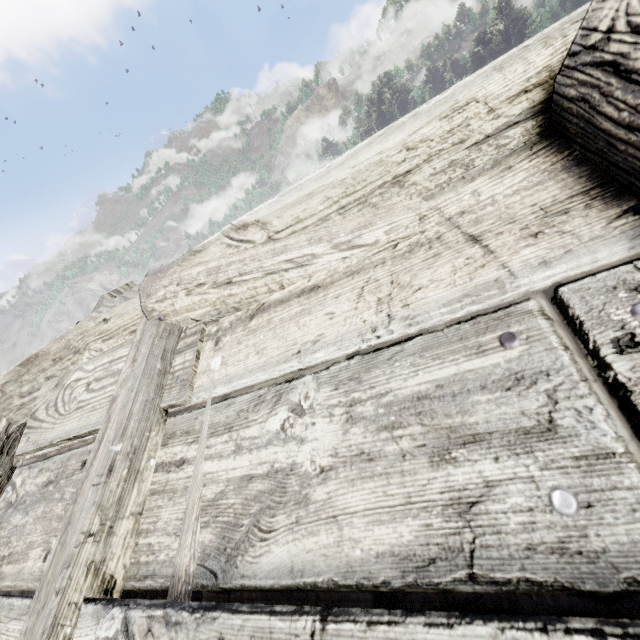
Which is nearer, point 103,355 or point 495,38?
point 103,355
